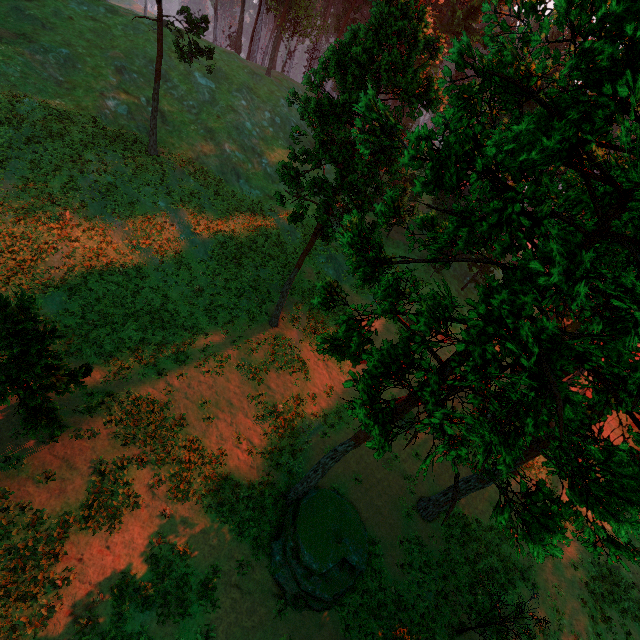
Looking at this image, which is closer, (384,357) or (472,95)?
(472,95)

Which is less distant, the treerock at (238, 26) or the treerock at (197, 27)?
the treerock at (197, 27)

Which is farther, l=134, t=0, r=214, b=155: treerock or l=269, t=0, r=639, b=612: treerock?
l=134, t=0, r=214, b=155: treerock

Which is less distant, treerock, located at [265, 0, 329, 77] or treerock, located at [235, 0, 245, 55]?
treerock, located at [265, 0, 329, 77]

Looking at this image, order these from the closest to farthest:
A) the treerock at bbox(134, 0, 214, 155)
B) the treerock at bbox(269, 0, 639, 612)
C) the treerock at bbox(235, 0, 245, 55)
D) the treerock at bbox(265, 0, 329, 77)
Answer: the treerock at bbox(269, 0, 639, 612) → the treerock at bbox(134, 0, 214, 155) → the treerock at bbox(265, 0, 329, 77) → the treerock at bbox(235, 0, 245, 55)

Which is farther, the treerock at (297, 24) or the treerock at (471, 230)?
the treerock at (297, 24)

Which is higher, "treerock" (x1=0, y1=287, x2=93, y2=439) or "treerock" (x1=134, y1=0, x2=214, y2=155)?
"treerock" (x1=134, y1=0, x2=214, y2=155)

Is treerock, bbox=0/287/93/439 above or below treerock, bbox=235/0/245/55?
below
